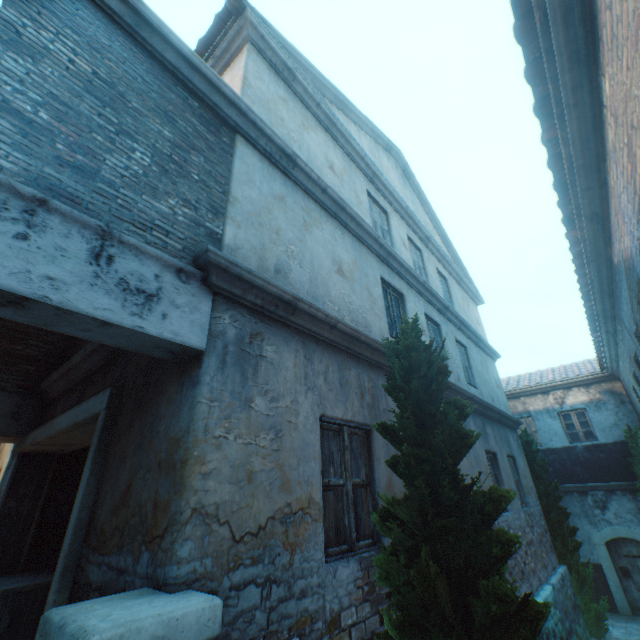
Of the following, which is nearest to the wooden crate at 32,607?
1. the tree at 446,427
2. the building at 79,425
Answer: the building at 79,425

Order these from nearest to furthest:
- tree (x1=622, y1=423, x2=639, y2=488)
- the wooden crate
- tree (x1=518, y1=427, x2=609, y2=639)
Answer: the wooden crate < tree (x1=518, y1=427, x2=609, y2=639) < tree (x1=622, y1=423, x2=639, y2=488)

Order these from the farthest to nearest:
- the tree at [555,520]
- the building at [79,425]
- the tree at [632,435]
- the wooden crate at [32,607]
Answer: the tree at [632,435]
the tree at [555,520]
the wooden crate at [32,607]
the building at [79,425]

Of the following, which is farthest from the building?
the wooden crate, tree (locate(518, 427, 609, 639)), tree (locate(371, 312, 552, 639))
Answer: tree (locate(518, 427, 609, 639))

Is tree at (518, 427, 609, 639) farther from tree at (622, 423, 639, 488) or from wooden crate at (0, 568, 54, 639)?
wooden crate at (0, 568, 54, 639)

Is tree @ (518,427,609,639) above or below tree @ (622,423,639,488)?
below

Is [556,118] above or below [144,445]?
above

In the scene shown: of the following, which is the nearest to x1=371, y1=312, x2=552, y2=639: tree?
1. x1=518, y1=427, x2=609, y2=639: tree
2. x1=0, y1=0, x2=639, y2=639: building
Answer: x1=518, y1=427, x2=609, y2=639: tree
